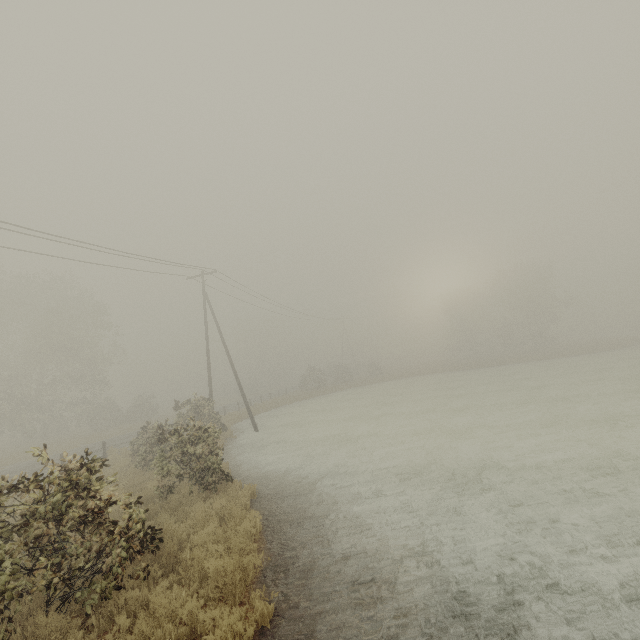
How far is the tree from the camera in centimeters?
4728cm

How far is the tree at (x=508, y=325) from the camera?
47.28m

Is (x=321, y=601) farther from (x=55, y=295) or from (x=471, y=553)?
(x=55, y=295)
